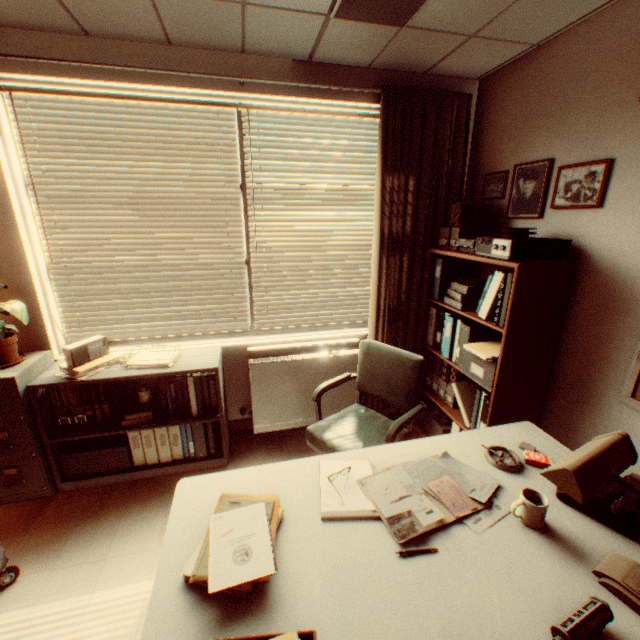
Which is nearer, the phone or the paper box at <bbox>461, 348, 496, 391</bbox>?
the phone

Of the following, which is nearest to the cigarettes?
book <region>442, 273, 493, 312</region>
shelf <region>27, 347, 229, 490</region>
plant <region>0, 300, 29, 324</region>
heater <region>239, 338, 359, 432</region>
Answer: book <region>442, 273, 493, 312</region>

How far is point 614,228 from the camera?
2.04m

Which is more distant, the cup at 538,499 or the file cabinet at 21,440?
the file cabinet at 21,440

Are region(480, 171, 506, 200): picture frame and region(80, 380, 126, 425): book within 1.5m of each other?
no

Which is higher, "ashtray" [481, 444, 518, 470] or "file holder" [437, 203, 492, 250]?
"file holder" [437, 203, 492, 250]

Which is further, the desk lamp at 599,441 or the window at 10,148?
the window at 10,148

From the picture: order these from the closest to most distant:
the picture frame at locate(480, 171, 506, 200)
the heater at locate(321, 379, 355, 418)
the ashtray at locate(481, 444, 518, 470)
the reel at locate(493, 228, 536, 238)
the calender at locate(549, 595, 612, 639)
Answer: the calender at locate(549, 595, 612, 639)
the ashtray at locate(481, 444, 518, 470)
the reel at locate(493, 228, 536, 238)
the picture frame at locate(480, 171, 506, 200)
the heater at locate(321, 379, 355, 418)
